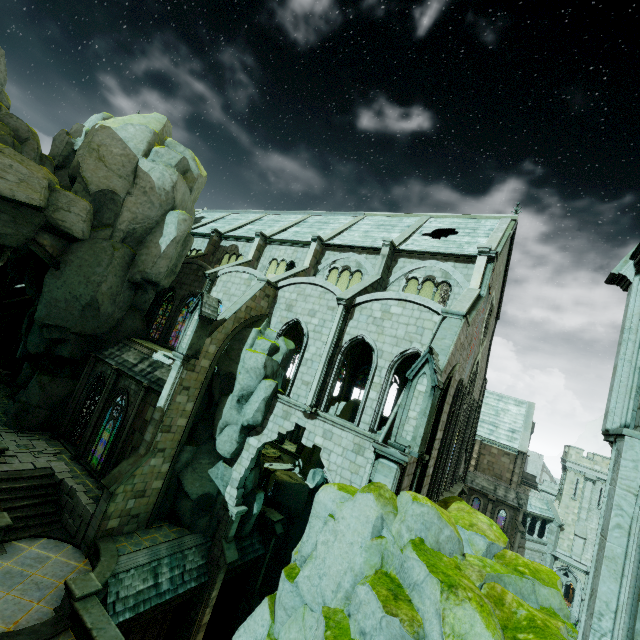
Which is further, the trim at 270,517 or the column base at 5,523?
the trim at 270,517

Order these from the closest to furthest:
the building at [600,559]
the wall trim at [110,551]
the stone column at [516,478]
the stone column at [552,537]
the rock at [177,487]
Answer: the building at [600,559], the wall trim at [110,551], the rock at [177,487], the stone column at [552,537], the stone column at [516,478]

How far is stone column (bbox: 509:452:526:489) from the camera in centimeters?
3469cm

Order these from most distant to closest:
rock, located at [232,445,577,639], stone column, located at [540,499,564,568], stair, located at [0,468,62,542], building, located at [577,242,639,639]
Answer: stone column, located at [540,499,564,568]
stair, located at [0,468,62,542]
rock, located at [232,445,577,639]
building, located at [577,242,639,639]

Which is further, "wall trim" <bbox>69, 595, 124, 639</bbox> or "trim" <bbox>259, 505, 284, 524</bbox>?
"trim" <bbox>259, 505, 284, 524</bbox>

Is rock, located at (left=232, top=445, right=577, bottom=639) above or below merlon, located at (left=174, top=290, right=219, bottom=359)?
below

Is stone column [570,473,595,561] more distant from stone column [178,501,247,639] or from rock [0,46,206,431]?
stone column [178,501,247,639]

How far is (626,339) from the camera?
7.4m
